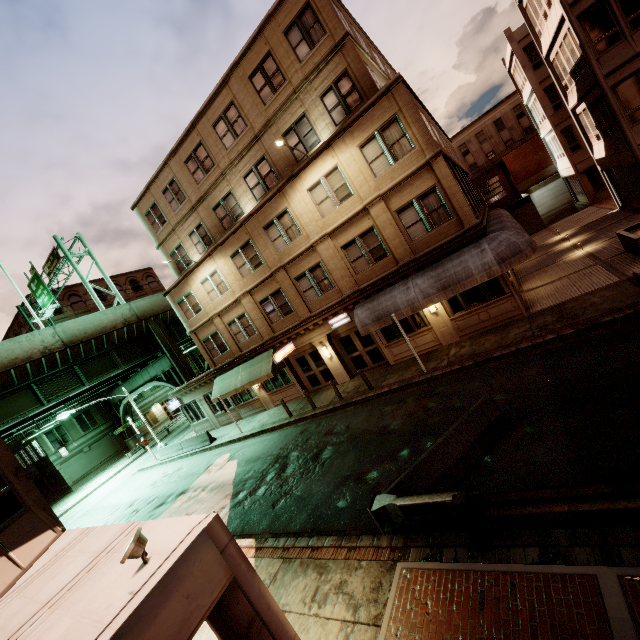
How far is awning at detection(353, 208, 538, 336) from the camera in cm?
1292

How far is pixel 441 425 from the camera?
10.5m

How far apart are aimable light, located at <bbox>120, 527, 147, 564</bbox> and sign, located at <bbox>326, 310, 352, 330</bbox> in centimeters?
1478cm

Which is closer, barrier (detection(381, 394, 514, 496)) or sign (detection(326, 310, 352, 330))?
barrier (detection(381, 394, 514, 496))

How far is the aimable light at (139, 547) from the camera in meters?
4.0 m

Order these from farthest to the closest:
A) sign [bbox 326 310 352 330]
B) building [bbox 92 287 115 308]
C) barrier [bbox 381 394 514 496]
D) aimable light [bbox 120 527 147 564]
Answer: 1. building [bbox 92 287 115 308]
2. sign [bbox 326 310 352 330]
3. barrier [bbox 381 394 514 496]
4. aimable light [bbox 120 527 147 564]

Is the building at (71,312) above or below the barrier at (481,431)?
above

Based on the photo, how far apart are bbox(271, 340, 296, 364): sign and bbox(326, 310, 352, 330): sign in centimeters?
308cm
